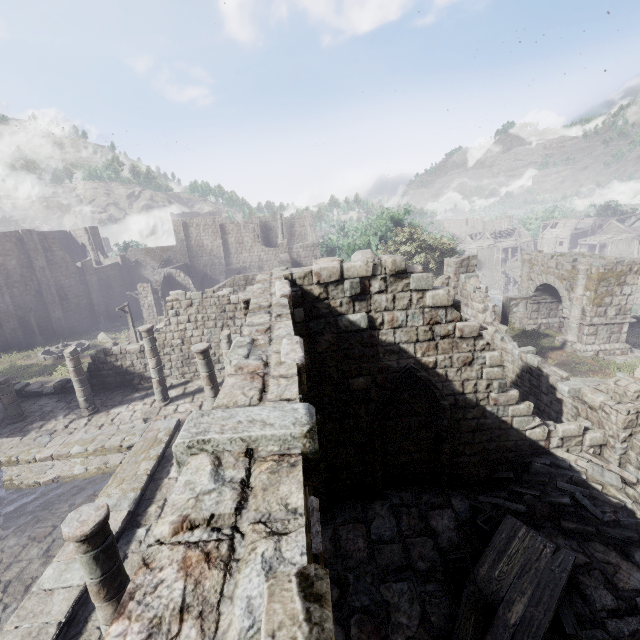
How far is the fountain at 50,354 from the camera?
28.9 meters

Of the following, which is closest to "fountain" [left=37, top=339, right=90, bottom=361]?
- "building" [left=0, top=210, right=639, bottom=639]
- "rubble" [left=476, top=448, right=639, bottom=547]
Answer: "building" [left=0, top=210, right=639, bottom=639]

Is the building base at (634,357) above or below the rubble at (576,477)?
below

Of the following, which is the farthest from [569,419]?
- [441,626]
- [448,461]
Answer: [441,626]

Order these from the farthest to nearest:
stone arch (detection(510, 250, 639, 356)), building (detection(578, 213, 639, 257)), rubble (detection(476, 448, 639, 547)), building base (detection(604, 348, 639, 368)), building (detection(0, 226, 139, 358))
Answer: building (detection(578, 213, 639, 257))
building (detection(0, 226, 139, 358))
stone arch (detection(510, 250, 639, 356))
building base (detection(604, 348, 639, 368))
rubble (detection(476, 448, 639, 547))

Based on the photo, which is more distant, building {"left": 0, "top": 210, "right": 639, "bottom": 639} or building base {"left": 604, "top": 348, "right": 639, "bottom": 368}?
building base {"left": 604, "top": 348, "right": 639, "bottom": 368}

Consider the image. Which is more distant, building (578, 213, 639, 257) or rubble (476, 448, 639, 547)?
building (578, 213, 639, 257)
